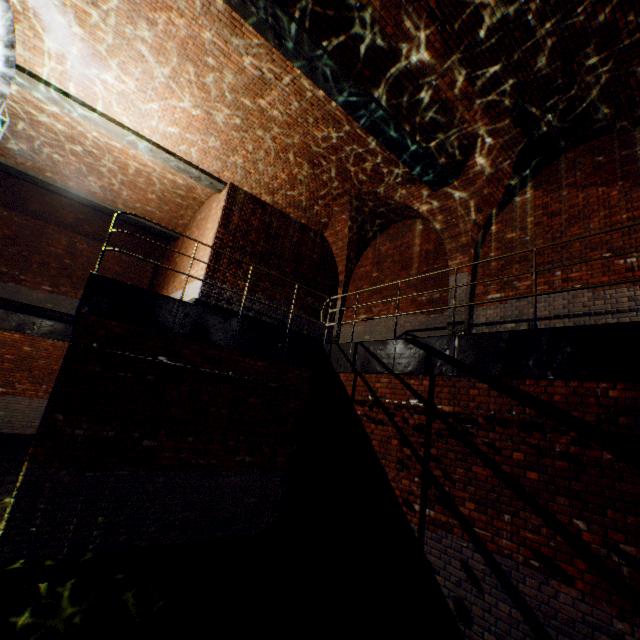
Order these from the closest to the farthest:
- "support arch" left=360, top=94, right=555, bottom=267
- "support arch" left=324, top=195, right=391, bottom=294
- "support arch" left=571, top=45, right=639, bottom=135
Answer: "support arch" left=571, top=45, right=639, bottom=135
"support arch" left=360, top=94, right=555, bottom=267
"support arch" left=324, top=195, right=391, bottom=294

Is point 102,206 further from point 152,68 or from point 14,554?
point 14,554

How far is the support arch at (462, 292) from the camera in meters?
7.8

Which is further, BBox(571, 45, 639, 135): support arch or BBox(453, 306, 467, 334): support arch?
Result: BBox(453, 306, 467, 334): support arch

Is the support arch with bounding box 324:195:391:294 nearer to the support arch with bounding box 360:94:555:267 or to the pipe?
the support arch with bounding box 360:94:555:267

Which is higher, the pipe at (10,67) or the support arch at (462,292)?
the pipe at (10,67)

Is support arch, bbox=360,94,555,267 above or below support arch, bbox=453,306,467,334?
above
